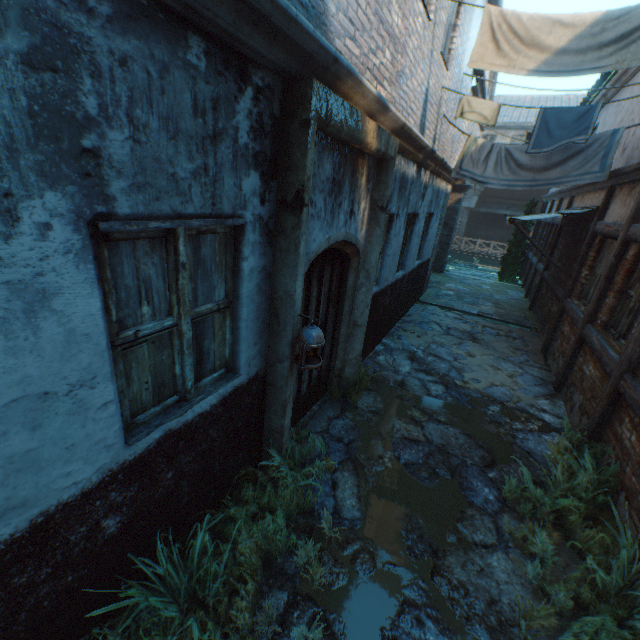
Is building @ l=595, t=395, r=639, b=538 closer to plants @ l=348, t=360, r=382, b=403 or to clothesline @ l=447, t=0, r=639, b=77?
clothesline @ l=447, t=0, r=639, b=77

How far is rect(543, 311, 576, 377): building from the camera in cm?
640

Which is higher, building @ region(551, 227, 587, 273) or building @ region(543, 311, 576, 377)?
building @ region(551, 227, 587, 273)

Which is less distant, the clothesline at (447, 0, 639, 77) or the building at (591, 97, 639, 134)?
the clothesline at (447, 0, 639, 77)

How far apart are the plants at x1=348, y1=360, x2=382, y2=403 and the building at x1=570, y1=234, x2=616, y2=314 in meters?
4.1 m

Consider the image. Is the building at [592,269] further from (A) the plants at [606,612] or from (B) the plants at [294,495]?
(B) the plants at [294,495]

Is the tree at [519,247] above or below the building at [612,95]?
below

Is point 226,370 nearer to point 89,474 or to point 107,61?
point 89,474
